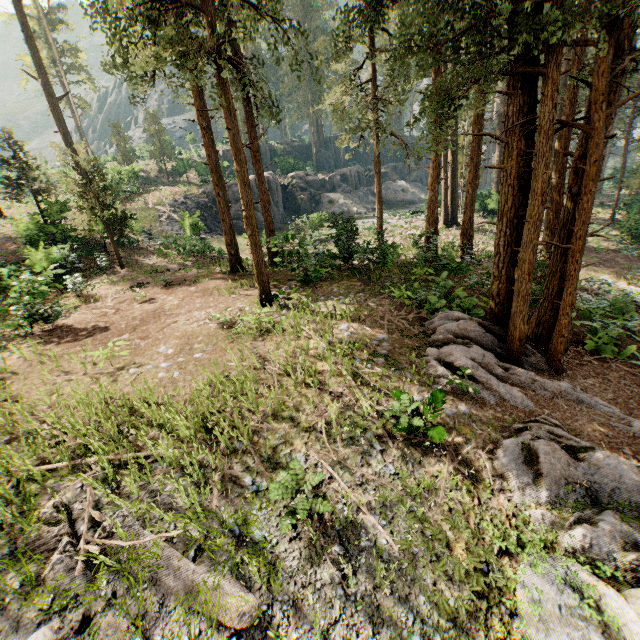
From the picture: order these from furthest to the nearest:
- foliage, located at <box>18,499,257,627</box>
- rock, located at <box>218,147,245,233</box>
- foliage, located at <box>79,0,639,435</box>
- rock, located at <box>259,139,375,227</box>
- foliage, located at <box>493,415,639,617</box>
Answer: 1. rock, located at <box>259,139,375,227</box>
2. rock, located at <box>218,147,245,233</box>
3. foliage, located at <box>79,0,639,435</box>
4. foliage, located at <box>493,415,639,617</box>
5. foliage, located at <box>18,499,257,627</box>

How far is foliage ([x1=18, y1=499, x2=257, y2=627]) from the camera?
4.1 meters

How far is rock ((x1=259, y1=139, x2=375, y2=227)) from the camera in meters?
39.8 m

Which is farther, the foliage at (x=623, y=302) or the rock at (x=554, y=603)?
the foliage at (x=623, y=302)

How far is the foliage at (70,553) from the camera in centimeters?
405cm

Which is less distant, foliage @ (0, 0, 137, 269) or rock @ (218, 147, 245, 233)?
foliage @ (0, 0, 137, 269)

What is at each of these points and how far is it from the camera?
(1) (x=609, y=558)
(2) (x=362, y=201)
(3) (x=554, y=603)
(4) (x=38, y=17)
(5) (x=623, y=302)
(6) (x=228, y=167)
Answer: (1) foliage, 5.2 meters
(2) rock, 49.5 meters
(3) rock, 4.5 meters
(4) foliage, 44.2 meters
(5) foliage, 16.7 meters
(6) rock, 50.1 meters

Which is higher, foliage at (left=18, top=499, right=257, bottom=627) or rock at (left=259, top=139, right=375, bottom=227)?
rock at (left=259, top=139, right=375, bottom=227)
